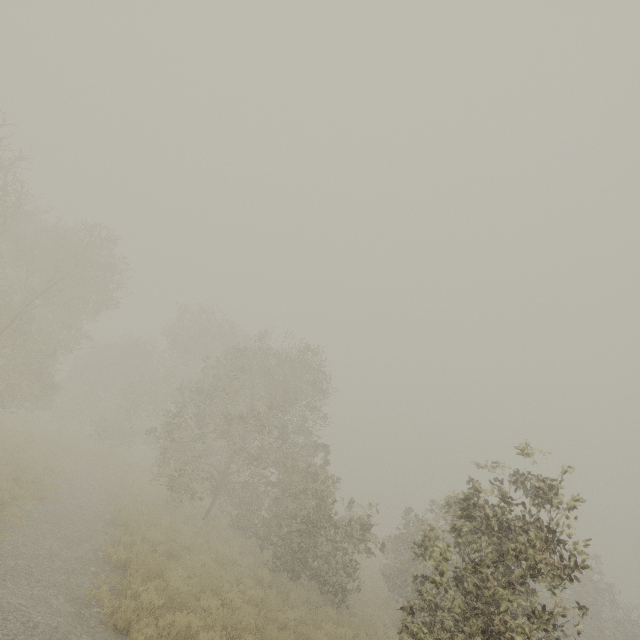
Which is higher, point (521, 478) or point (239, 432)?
point (521, 478)
